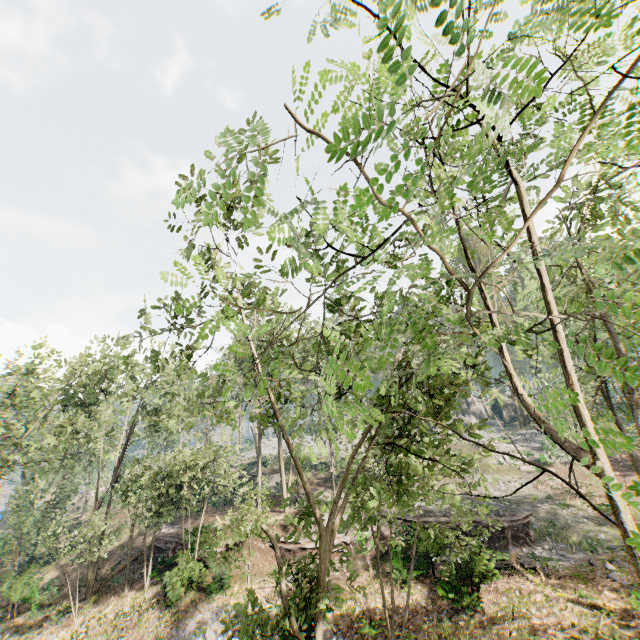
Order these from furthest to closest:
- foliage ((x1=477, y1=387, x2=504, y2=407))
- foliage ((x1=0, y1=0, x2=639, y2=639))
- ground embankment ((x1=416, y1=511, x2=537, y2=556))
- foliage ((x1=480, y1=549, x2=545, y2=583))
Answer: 1. ground embankment ((x1=416, y1=511, x2=537, y2=556))
2. foliage ((x1=480, y1=549, x2=545, y2=583))
3. foliage ((x1=477, y1=387, x2=504, y2=407))
4. foliage ((x1=0, y1=0, x2=639, y2=639))

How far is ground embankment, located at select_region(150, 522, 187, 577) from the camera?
21.8 meters

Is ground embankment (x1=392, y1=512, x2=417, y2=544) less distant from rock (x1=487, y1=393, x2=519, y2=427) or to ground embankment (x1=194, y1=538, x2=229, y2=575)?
ground embankment (x1=194, y1=538, x2=229, y2=575)

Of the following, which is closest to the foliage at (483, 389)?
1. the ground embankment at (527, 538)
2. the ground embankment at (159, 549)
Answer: the ground embankment at (159, 549)

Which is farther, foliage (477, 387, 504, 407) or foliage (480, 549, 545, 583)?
foliage (480, 549, 545, 583)

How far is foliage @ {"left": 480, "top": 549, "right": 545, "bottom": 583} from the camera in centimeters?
1731cm

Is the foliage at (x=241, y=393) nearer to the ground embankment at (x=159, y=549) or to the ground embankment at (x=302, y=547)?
the ground embankment at (x=159, y=549)

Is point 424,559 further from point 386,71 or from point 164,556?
point 386,71
